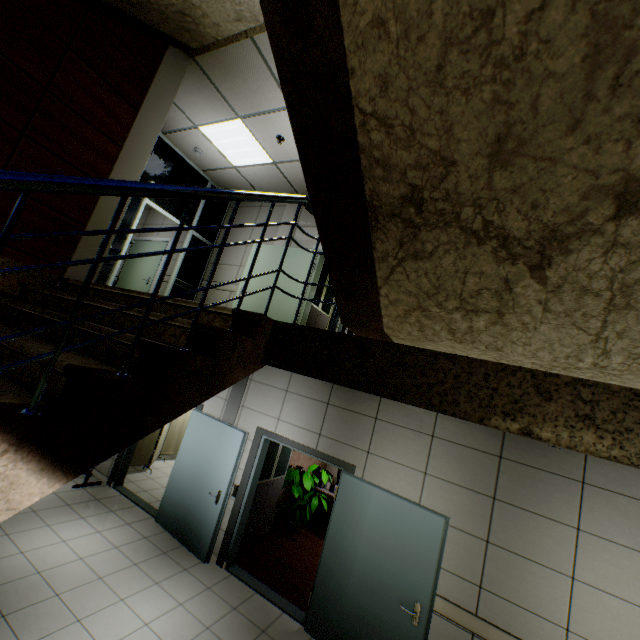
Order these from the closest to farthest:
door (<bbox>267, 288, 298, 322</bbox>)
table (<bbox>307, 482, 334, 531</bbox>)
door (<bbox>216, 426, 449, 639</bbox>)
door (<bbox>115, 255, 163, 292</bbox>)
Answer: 1. door (<bbox>216, 426, 449, 639</bbox>)
2. door (<bbox>267, 288, 298, 322</bbox>)
3. table (<bbox>307, 482, 334, 531</bbox>)
4. door (<bbox>115, 255, 163, 292</bbox>)

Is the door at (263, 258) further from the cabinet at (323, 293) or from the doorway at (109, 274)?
the doorway at (109, 274)

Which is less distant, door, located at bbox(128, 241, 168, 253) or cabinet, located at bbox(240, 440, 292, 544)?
cabinet, located at bbox(240, 440, 292, 544)

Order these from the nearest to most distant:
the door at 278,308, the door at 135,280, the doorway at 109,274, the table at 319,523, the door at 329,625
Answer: the door at 329,625
the doorway at 109,274
the door at 278,308
the table at 319,523
the door at 135,280

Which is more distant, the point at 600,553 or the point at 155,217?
the point at 155,217

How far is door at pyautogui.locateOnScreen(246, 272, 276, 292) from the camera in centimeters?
621cm

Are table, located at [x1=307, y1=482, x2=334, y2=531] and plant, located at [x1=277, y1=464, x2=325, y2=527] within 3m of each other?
yes
